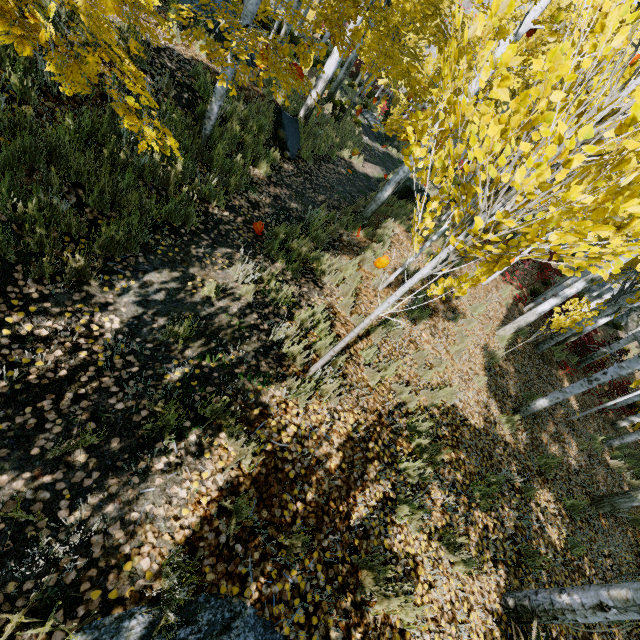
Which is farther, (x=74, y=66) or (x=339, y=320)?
(x=339, y=320)

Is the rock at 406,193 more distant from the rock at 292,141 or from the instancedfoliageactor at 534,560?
the rock at 292,141

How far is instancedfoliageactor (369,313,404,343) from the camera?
5.0 meters

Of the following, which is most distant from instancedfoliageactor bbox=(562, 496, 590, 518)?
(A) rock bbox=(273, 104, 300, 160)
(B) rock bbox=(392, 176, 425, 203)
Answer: (B) rock bbox=(392, 176, 425, 203)

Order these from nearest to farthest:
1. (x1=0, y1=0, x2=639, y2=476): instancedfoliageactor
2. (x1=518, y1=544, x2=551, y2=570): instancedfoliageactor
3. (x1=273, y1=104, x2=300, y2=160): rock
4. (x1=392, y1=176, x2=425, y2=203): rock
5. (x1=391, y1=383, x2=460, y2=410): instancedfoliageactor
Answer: (x1=0, y1=0, x2=639, y2=476): instancedfoliageactor → (x1=518, y1=544, x2=551, y2=570): instancedfoliageactor → (x1=391, y1=383, x2=460, y2=410): instancedfoliageactor → (x1=273, y1=104, x2=300, y2=160): rock → (x1=392, y1=176, x2=425, y2=203): rock

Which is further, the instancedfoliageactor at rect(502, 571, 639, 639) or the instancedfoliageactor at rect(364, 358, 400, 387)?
the instancedfoliageactor at rect(364, 358, 400, 387)
